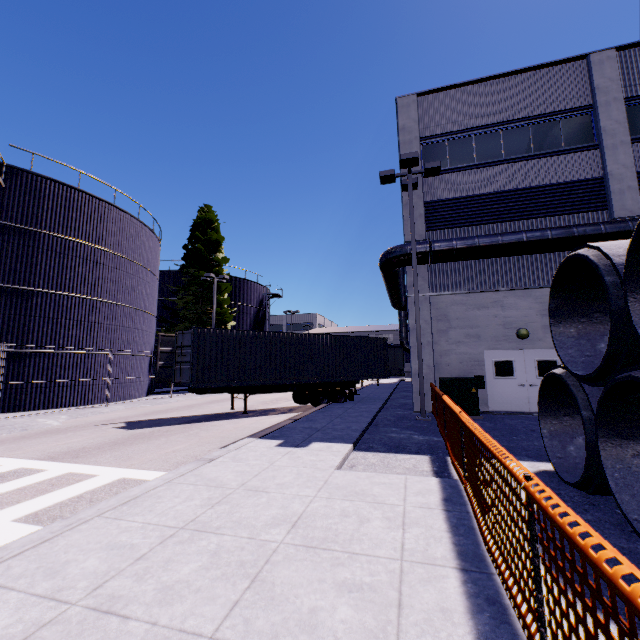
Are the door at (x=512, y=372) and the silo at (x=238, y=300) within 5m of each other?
no

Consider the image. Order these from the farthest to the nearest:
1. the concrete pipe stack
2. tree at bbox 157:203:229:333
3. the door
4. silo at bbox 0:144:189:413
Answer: tree at bbox 157:203:229:333 < silo at bbox 0:144:189:413 < the door < the concrete pipe stack

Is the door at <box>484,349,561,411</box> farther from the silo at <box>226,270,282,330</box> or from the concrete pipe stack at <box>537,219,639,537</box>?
the silo at <box>226,270,282,330</box>

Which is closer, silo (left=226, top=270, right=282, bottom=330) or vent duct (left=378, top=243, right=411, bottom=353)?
vent duct (left=378, top=243, right=411, bottom=353)

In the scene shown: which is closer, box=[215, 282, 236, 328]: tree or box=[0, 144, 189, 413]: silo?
box=[0, 144, 189, 413]: silo

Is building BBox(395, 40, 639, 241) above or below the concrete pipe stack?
above

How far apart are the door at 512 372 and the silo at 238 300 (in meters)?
27.04

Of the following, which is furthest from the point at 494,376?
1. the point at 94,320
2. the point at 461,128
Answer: the point at 94,320
